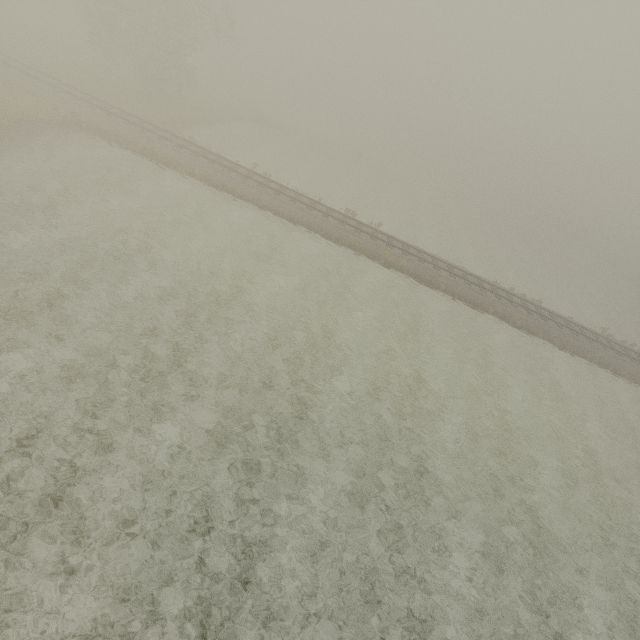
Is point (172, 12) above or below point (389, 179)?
above
